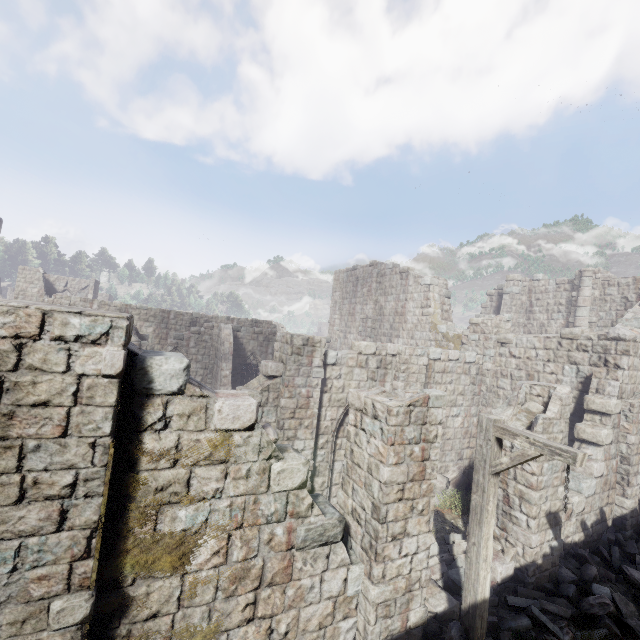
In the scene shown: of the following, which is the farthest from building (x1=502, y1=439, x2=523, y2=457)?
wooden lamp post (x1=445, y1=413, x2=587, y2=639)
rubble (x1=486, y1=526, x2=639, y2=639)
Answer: wooden lamp post (x1=445, y1=413, x2=587, y2=639)

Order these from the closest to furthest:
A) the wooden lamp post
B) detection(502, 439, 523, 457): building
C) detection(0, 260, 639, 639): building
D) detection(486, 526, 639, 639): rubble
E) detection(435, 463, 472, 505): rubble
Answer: detection(0, 260, 639, 639): building → the wooden lamp post → detection(486, 526, 639, 639): rubble → detection(502, 439, 523, 457): building → detection(435, 463, 472, 505): rubble

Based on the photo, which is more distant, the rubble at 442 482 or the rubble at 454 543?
the rubble at 442 482

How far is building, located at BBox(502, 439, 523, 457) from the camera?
8.1m

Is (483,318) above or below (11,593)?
above

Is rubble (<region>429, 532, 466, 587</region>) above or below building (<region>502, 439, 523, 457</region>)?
below

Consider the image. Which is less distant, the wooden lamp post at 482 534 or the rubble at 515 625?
the wooden lamp post at 482 534

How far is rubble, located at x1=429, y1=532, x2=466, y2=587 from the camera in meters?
8.2
